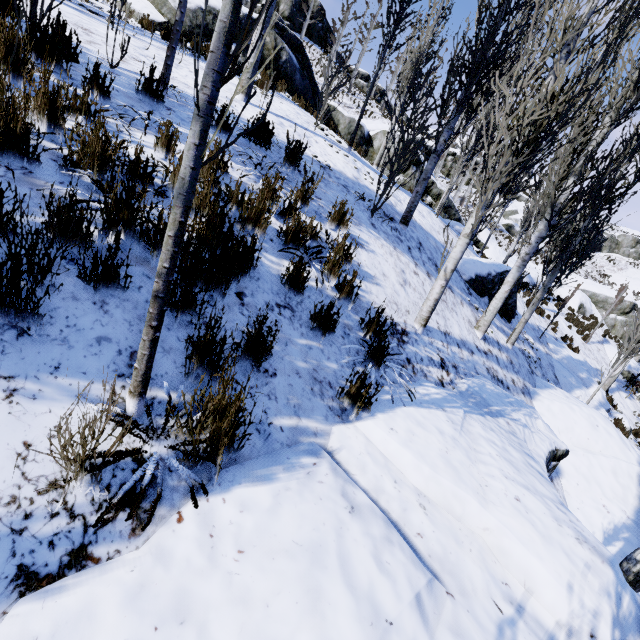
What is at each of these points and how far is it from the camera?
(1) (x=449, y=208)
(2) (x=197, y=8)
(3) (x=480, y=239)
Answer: (1) rock, 19.81m
(2) rock, 10.33m
(3) rock, 22.50m

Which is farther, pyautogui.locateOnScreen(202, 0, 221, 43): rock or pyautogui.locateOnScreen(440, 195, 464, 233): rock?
pyautogui.locateOnScreen(440, 195, 464, 233): rock

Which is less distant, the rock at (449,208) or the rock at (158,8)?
the rock at (158,8)

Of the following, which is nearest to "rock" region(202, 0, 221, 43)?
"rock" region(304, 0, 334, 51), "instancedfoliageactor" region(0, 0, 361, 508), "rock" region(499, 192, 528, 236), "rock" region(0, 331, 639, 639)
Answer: "instancedfoliageactor" region(0, 0, 361, 508)

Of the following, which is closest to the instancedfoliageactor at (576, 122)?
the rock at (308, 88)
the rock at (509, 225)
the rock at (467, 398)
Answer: the rock at (467, 398)

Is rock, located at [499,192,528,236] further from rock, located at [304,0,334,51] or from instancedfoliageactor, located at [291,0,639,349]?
rock, located at [304,0,334,51]

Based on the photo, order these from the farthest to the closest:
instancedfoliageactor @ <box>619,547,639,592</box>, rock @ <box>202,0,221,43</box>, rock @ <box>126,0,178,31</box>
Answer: rock @ <box>202,0,221,43</box>, rock @ <box>126,0,178,31</box>, instancedfoliageactor @ <box>619,547,639,592</box>
